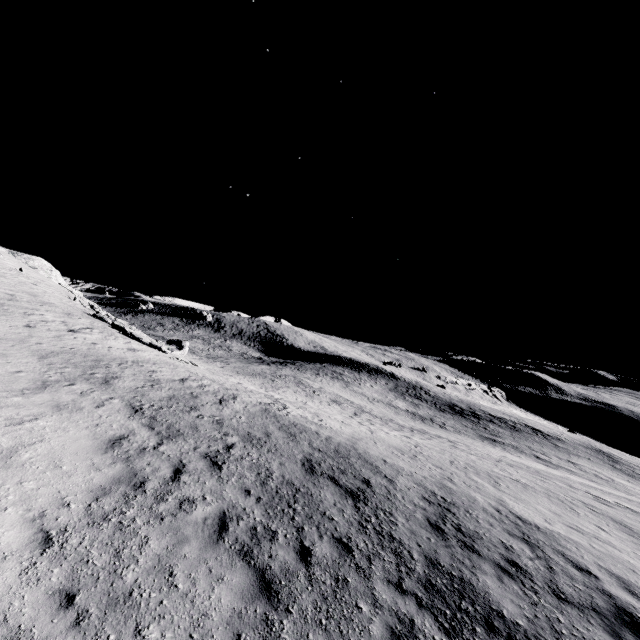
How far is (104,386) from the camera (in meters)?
12.19
